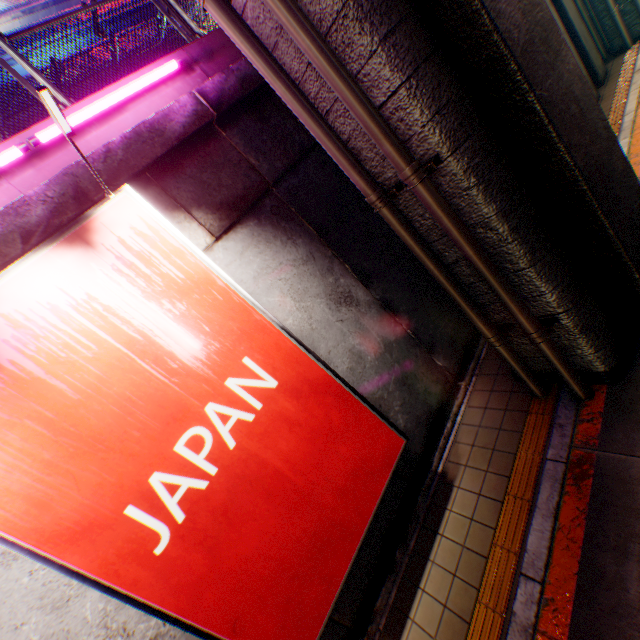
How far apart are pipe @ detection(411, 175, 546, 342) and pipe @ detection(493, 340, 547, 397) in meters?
0.3

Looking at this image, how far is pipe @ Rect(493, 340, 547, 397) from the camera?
4.5m

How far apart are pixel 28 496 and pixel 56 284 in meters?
1.6

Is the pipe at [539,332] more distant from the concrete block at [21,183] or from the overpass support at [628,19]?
the concrete block at [21,183]

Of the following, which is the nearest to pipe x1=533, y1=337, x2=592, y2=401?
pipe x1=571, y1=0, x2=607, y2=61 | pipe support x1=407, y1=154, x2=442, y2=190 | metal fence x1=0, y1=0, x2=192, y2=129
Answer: pipe support x1=407, y1=154, x2=442, y2=190

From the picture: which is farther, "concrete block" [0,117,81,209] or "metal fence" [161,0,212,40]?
"metal fence" [161,0,212,40]

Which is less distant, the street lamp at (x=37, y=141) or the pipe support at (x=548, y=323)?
the street lamp at (x=37, y=141)

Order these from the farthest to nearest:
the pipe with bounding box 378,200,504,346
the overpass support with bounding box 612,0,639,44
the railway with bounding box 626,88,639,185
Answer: the overpass support with bounding box 612,0,639,44, the railway with bounding box 626,88,639,185, the pipe with bounding box 378,200,504,346
